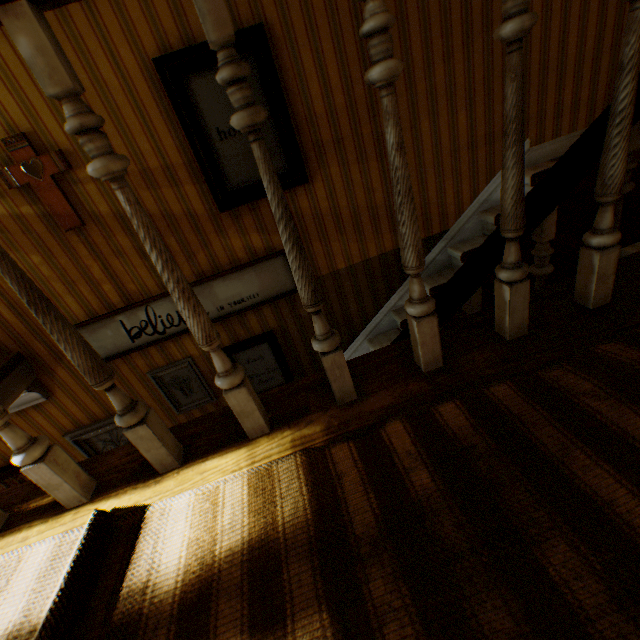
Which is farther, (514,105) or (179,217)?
(179,217)

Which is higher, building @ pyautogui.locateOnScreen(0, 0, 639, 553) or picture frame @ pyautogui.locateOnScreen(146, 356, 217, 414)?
building @ pyautogui.locateOnScreen(0, 0, 639, 553)

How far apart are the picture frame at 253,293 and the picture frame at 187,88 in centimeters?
45cm

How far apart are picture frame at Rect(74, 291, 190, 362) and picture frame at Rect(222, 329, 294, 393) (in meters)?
0.30

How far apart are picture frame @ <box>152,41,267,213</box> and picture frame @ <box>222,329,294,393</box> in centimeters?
116cm

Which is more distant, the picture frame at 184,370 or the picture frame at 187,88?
the picture frame at 184,370

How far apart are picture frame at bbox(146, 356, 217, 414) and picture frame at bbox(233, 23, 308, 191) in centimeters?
142cm

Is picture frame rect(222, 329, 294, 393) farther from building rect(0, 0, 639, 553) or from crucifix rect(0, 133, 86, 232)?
crucifix rect(0, 133, 86, 232)
